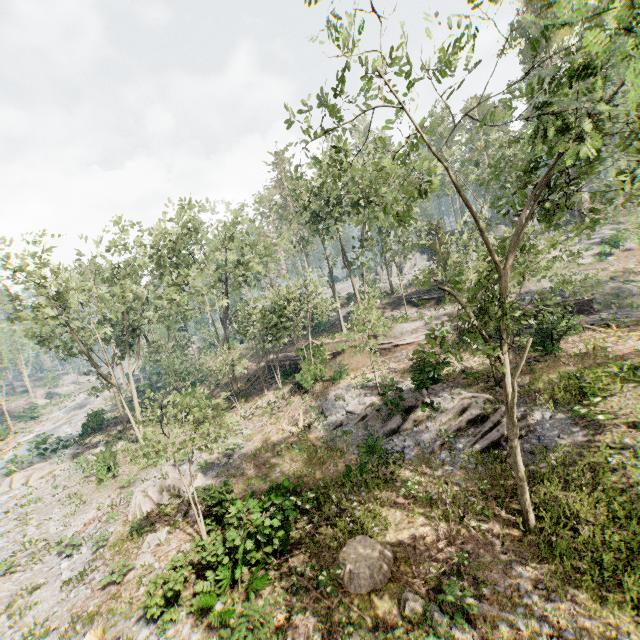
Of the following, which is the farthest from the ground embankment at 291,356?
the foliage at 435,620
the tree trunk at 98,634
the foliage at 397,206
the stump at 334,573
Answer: the foliage at 435,620

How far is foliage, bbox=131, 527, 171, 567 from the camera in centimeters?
1355cm

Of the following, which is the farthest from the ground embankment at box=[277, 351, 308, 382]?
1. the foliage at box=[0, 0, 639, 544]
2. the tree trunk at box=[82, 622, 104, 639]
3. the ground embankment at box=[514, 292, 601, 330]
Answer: the tree trunk at box=[82, 622, 104, 639]

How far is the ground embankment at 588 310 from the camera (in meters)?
20.20

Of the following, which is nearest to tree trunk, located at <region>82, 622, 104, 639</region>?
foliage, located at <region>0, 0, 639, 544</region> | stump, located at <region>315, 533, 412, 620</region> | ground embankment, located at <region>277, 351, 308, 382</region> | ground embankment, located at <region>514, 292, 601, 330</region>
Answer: stump, located at <region>315, 533, 412, 620</region>

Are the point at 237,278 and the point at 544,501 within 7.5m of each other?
no

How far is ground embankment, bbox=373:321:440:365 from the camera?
26.7 meters

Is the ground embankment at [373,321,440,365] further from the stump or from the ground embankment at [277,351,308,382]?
the stump
